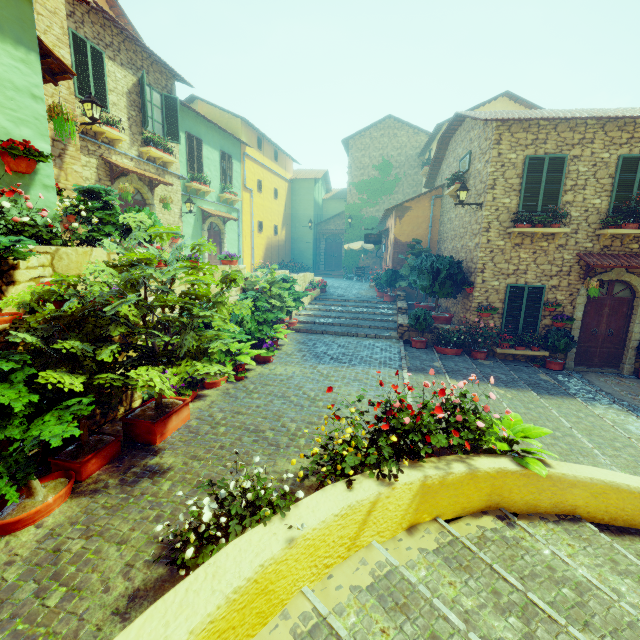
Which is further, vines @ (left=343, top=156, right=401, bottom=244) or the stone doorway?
vines @ (left=343, top=156, right=401, bottom=244)

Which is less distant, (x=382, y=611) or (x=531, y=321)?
(x=382, y=611)

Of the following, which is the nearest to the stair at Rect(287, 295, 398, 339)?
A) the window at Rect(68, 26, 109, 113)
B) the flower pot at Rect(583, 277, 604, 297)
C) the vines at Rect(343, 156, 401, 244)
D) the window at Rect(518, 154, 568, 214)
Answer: the flower pot at Rect(583, 277, 604, 297)

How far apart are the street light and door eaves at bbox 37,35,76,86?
1.6 meters

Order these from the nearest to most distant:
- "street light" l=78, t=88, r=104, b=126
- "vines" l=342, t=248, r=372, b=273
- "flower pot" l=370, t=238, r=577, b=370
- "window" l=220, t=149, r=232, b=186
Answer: "street light" l=78, t=88, r=104, b=126 → "flower pot" l=370, t=238, r=577, b=370 → "window" l=220, t=149, r=232, b=186 → "vines" l=342, t=248, r=372, b=273

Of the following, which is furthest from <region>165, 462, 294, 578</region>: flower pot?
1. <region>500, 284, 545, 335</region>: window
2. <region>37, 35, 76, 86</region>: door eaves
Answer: <region>500, 284, 545, 335</region>: window

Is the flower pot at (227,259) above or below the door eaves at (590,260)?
below

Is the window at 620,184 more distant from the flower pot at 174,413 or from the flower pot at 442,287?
the flower pot at 174,413
